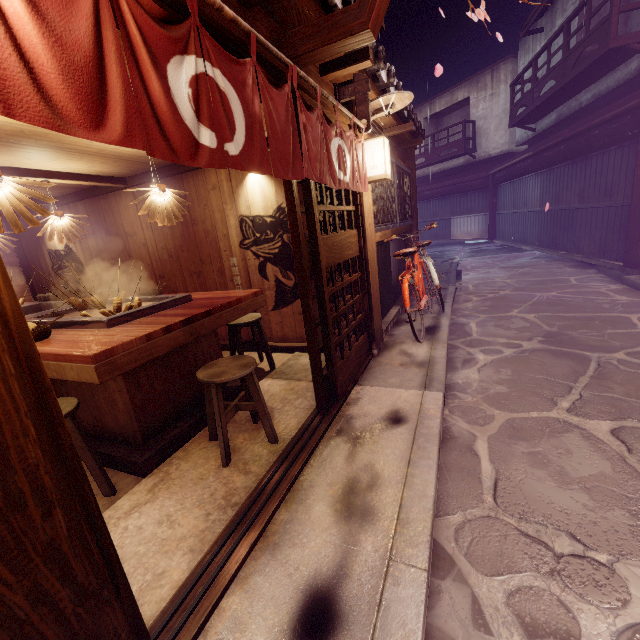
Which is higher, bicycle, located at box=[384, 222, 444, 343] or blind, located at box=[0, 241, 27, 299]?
blind, located at box=[0, 241, 27, 299]

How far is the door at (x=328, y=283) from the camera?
4.98m

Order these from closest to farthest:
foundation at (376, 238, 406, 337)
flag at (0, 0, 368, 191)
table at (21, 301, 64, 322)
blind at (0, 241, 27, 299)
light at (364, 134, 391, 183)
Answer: flag at (0, 0, 368, 191) < table at (21, 301, 64, 322) < light at (364, 134, 391, 183) < foundation at (376, 238, 406, 337) < blind at (0, 241, 27, 299)

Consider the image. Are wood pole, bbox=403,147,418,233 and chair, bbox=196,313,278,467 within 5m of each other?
no

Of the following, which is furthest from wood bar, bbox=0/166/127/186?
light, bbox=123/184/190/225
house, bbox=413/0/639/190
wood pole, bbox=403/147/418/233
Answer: house, bbox=413/0/639/190

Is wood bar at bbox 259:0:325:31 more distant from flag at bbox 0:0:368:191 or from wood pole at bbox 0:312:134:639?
flag at bbox 0:0:368:191

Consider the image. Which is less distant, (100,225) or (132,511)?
(132,511)

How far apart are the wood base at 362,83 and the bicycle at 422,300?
3.30m
